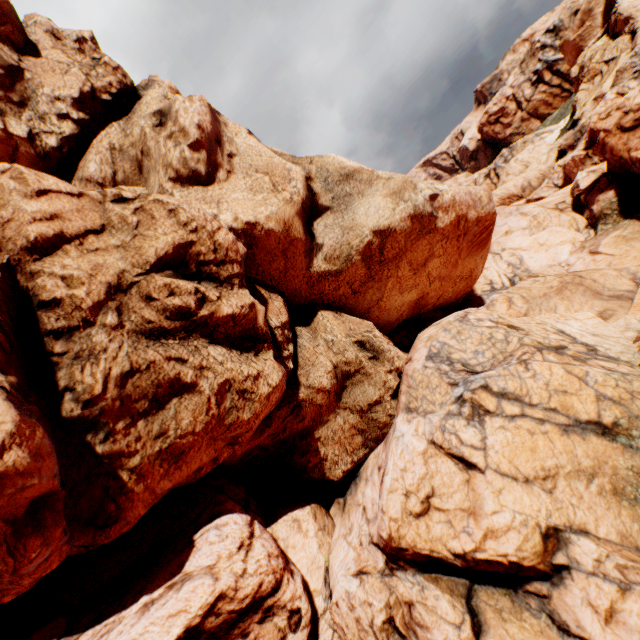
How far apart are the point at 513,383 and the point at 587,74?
27.5 meters
